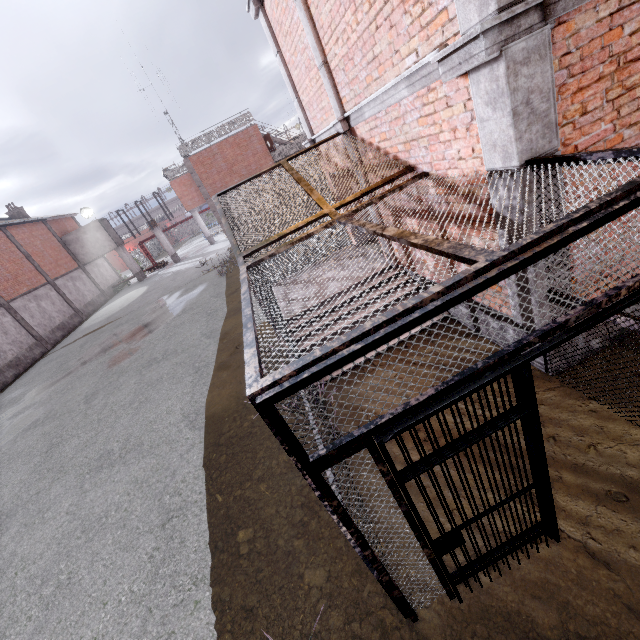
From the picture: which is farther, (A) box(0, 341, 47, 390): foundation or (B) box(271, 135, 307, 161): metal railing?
(B) box(271, 135, 307, 161): metal railing

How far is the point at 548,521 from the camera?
2.8m

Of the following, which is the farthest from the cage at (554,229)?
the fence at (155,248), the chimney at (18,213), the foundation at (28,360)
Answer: the foundation at (28,360)

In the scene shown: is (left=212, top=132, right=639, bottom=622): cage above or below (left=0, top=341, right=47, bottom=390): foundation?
above

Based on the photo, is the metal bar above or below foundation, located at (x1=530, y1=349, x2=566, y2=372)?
above

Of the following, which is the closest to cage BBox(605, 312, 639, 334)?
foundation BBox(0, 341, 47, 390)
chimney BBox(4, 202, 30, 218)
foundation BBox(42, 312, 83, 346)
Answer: chimney BBox(4, 202, 30, 218)

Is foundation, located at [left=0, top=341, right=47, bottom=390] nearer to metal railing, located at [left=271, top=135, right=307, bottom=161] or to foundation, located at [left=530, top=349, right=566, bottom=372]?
metal railing, located at [left=271, top=135, right=307, bottom=161]

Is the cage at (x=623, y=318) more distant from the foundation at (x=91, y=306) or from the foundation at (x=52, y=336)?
the foundation at (x=52, y=336)
